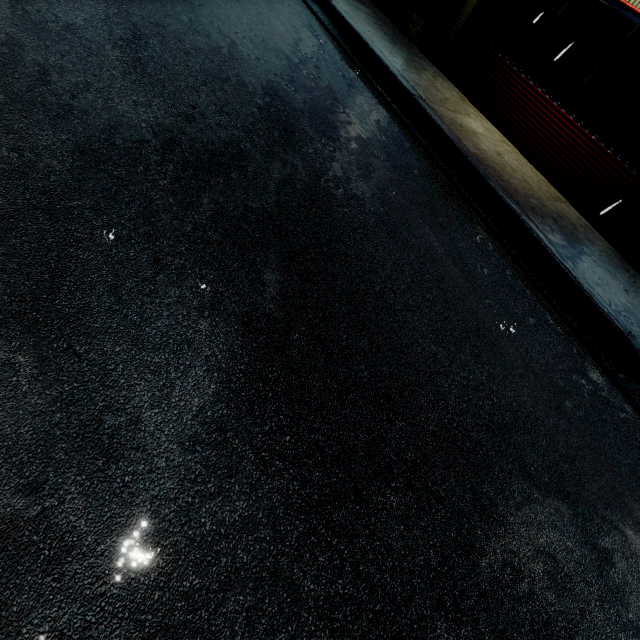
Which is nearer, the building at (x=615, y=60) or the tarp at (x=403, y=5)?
the building at (x=615, y=60)

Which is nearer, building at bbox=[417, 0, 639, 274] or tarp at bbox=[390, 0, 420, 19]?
building at bbox=[417, 0, 639, 274]

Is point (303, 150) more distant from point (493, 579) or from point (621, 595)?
point (621, 595)
